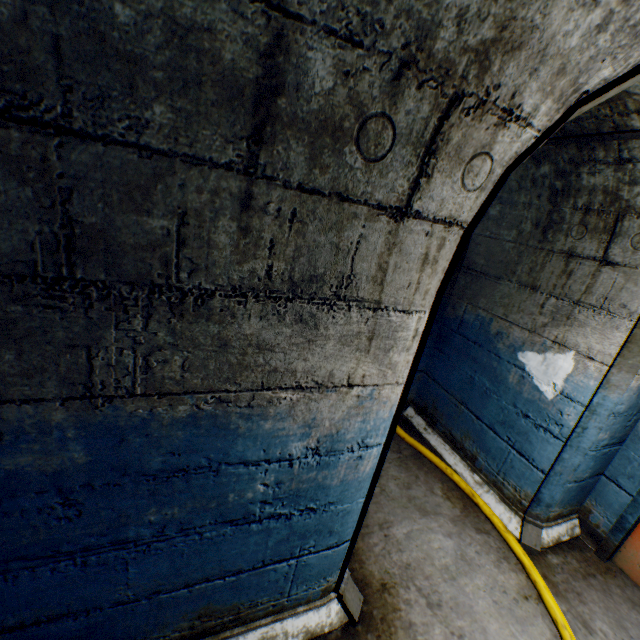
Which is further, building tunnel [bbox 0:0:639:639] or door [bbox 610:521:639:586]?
door [bbox 610:521:639:586]

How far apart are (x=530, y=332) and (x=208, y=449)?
2.71m

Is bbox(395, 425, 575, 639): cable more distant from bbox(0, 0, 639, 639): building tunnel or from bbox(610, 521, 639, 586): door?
bbox(610, 521, 639, 586): door

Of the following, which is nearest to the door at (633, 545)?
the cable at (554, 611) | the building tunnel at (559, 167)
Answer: the building tunnel at (559, 167)

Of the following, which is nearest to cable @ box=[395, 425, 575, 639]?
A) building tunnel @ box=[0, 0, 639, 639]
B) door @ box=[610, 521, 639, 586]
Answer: building tunnel @ box=[0, 0, 639, 639]

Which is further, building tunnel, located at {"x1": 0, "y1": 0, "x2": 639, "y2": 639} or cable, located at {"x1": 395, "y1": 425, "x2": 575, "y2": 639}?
cable, located at {"x1": 395, "y1": 425, "x2": 575, "y2": 639}
